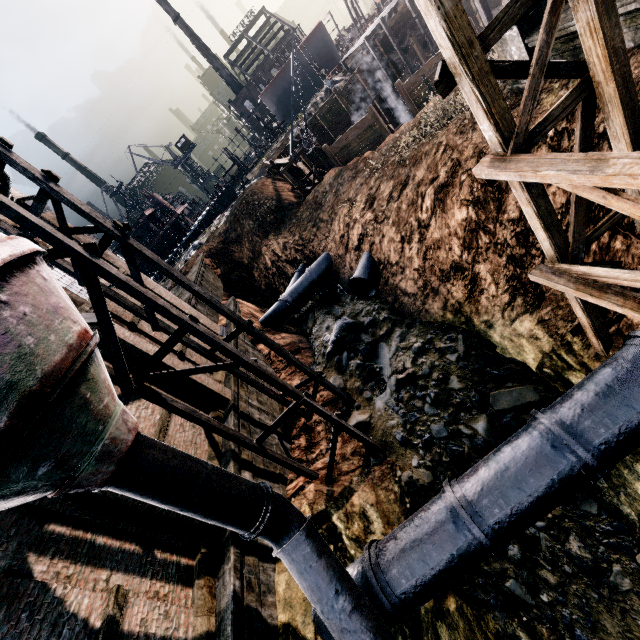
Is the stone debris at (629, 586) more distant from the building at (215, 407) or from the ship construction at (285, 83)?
the ship construction at (285, 83)

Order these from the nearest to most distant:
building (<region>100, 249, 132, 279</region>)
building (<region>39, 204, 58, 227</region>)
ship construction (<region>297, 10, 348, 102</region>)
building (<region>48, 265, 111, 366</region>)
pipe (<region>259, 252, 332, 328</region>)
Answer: building (<region>48, 265, 111, 366</region>), building (<region>39, 204, 58, 227</region>), building (<region>100, 249, 132, 279</region>), pipe (<region>259, 252, 332, 328</region>), ship construction (<region>297, 10, 348, 102</region>)

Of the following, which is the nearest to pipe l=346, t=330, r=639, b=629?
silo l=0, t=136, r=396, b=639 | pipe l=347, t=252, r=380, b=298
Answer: silo l=0, t=136, r=396, b=639

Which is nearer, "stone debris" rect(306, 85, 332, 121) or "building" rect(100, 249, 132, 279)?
"building" rect(100, 249, 132, 279)

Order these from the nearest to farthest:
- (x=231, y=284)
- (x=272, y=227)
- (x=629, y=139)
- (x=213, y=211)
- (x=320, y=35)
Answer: (x=629, y=139) → (x=272, y=227) → (x=231, y=284) → (x=320, y=35) → (x=213, y=211)

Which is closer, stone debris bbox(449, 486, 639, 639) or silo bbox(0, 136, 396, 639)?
silo bbox(0, 136, 396, 639)

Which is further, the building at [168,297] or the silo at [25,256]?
the building at [168,297]

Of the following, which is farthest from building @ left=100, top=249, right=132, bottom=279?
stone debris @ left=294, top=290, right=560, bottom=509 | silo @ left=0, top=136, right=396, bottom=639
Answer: stone debris @ left=294, top=290, right=560, bottom=509
